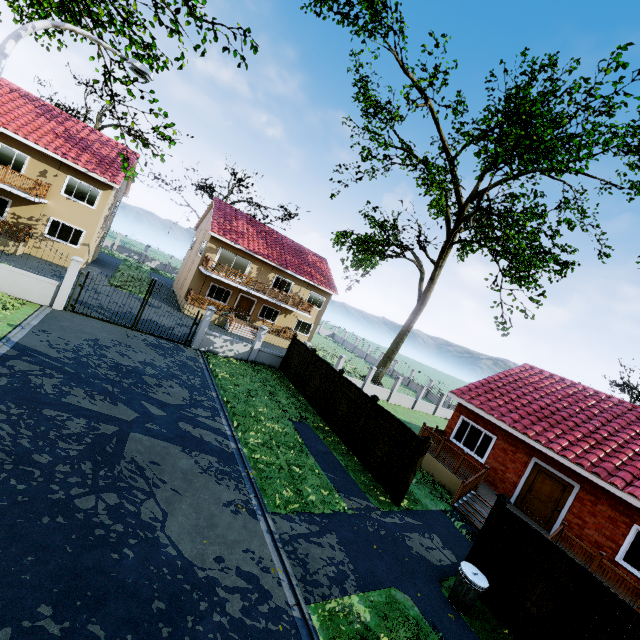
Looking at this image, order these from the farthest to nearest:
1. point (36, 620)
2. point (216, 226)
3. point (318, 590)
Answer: point (216, 226)
point (318, 590)
point (36, 620)

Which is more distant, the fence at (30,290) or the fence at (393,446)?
the fence at (30,290)

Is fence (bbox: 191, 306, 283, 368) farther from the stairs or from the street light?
the stairs

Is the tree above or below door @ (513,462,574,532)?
above

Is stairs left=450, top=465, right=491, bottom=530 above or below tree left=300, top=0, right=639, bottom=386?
below

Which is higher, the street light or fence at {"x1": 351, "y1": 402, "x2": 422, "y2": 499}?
the street light

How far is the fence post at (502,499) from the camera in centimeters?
845cm

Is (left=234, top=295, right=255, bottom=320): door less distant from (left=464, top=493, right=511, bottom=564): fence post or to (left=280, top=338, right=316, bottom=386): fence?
(left=280, top=338, right=316, bottom=386): fence
